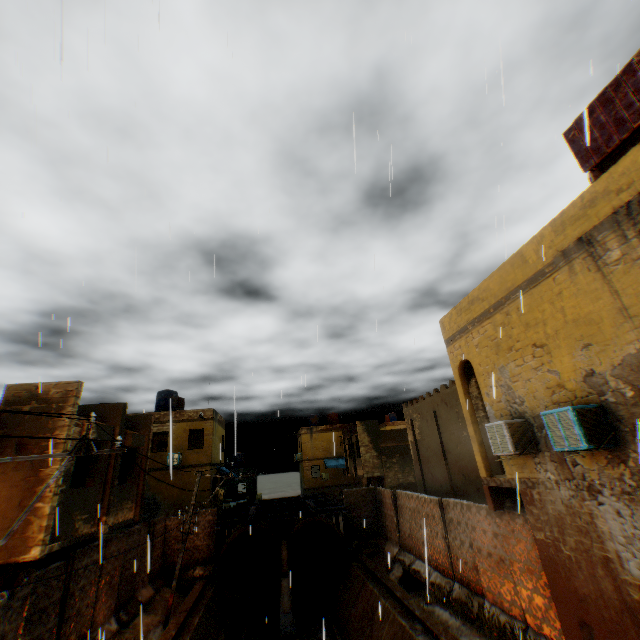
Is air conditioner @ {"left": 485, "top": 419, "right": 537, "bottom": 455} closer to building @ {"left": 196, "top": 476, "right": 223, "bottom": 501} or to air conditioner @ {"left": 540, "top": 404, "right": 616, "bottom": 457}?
building @ {"left": 196, "top": 476, "right": 223, "bottom": 501}

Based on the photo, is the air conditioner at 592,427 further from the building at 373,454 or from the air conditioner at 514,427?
the air conditioner at 514,427

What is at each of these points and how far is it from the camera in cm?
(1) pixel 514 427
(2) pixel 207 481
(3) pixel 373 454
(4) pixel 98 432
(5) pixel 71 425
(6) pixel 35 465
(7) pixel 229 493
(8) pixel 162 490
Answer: (1) air conditioner, 828
(2) building, 2267
(3) building, 2998
(4) building, 1176
(5) building, 1027
(6) building, 964
(7) building, 3694
(8) building, 2208

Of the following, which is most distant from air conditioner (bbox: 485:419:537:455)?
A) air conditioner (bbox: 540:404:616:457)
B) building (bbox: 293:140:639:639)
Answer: air conditioner (bbox: 540:404:616:457)

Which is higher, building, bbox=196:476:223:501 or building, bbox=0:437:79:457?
building, bbox=0:437:79:457

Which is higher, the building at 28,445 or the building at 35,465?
the building at 28,445
